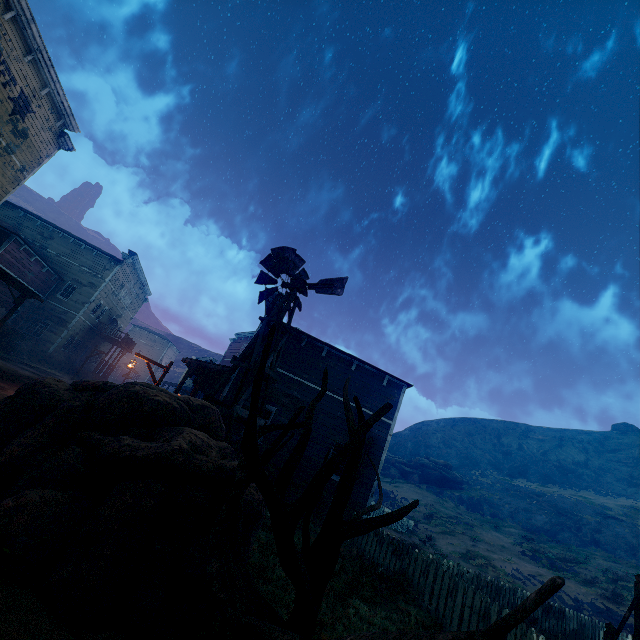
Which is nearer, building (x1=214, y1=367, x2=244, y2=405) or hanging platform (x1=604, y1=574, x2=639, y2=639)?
hanging platform (x1=604, y1=574, x2=639, y2=639)

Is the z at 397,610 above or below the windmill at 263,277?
below

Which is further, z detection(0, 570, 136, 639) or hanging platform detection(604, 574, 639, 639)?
hanging platform detection(604, 574, 639, 639)

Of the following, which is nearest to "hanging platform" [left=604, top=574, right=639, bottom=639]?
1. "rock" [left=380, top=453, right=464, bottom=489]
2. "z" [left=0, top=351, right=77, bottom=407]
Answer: "z" [left=0, top=351, right=77, bottom=407]

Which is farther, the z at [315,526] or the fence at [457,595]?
the z at [315,526]

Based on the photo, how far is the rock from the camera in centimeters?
4703cm

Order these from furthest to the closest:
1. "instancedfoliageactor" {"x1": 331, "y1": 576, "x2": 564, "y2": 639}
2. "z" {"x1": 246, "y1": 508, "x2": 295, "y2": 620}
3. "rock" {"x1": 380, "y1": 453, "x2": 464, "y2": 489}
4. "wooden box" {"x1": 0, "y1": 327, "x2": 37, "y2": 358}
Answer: "rock" {"x1": 380, "y1": 453, "x2": 464, "y2": 489}
"wooden box" {"x1": 0, "y1": 327, "x2": 37, "y2": 358}
"z" {"x1": 246, "y1": 508, "x2": 295, "y2": 620}
"instancedfoliageactor" {"x1": 331, "y1": 576, "x2": 564, "y2": 639}

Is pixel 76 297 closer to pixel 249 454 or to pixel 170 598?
pixel 170 598
